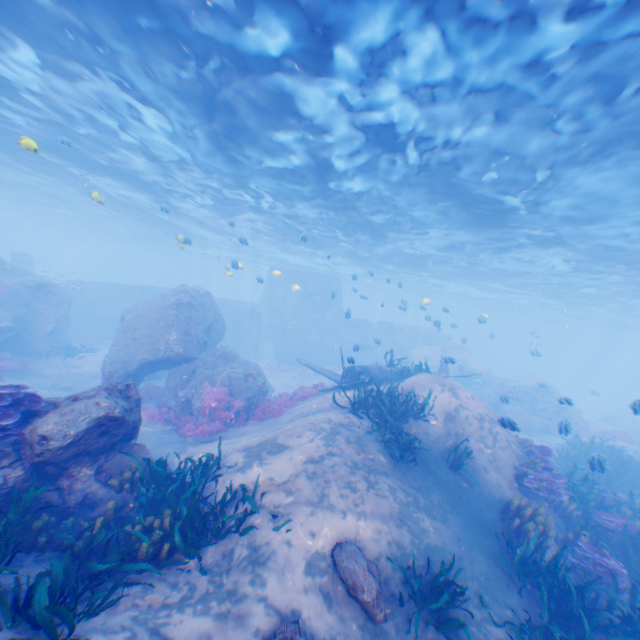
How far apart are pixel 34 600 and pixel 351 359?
8.3m

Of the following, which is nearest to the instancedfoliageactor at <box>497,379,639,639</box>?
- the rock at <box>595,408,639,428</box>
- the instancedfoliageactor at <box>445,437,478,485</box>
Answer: the instancedfoliageactor at <box>445,437,478,485</box>

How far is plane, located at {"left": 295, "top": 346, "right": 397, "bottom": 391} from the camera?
14.1m

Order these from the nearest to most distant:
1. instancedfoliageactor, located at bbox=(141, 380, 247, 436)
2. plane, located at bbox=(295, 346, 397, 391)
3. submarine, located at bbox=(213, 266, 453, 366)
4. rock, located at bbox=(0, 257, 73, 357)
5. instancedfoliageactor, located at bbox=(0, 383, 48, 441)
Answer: instancedfoliageactor, located at bbox=(0, 383, 48, 441)
instancedfoliageactor, located at bbox=(141, 380, 247, 436)
plane, located at bbox=(295, 346, 397, 391)
rock, located at bbox=(0, 257, 73, 357)
submarine, located at bbox=(213, 266, 453, 366)

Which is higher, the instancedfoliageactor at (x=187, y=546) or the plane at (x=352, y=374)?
the plane at (x=352, y=374)

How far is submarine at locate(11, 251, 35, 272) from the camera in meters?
32.3 m

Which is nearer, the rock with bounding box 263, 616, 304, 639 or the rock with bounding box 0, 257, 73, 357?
the rock with bounding box 263, 616, 304, 639

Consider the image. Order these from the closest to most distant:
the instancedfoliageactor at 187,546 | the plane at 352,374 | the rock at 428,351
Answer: the instancedfoliageactor at 187,546
the plane at 352,374
the rock at 428,351
